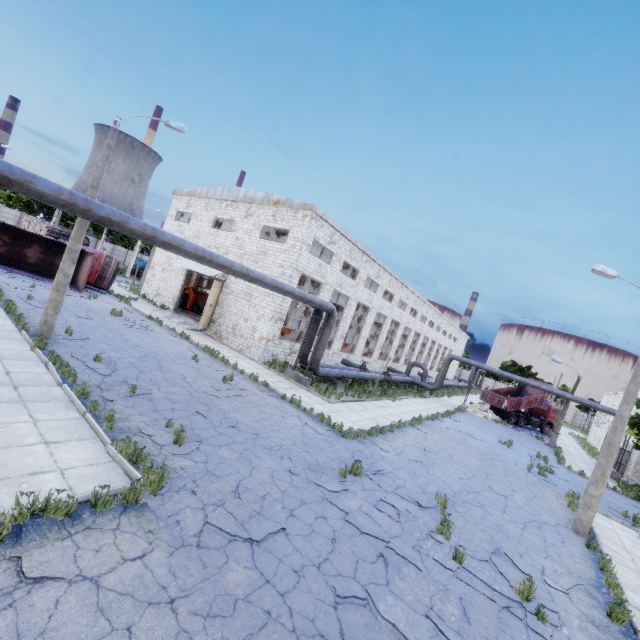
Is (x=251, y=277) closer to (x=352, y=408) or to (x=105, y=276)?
(x=352, y=408)

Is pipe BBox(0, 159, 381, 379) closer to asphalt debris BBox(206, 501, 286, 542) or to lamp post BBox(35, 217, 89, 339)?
lamp post BBox(35, 217, 89, 339)

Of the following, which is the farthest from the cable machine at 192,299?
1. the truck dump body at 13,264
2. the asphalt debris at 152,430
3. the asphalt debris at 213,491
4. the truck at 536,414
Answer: the truck at 536,414

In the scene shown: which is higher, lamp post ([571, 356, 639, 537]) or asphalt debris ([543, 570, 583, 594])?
lamp post ([571, 356, 639, 537])

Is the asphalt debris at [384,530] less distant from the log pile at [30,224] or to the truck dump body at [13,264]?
the truck dump body at [13,264]

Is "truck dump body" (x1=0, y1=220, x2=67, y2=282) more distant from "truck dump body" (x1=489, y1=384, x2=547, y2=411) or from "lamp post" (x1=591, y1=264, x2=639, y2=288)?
"truck dump body" (x1=489, y1=384, x2=547, y2=411)

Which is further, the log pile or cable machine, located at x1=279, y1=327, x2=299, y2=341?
the log pile

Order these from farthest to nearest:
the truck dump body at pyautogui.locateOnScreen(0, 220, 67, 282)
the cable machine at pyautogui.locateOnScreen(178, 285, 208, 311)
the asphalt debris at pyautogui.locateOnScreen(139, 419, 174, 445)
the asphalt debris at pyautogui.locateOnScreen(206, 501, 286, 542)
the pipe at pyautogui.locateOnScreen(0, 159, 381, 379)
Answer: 1. the cable machine at pyautogui.locateOnScreen(178, 285, 208, 311)
2. the truck dump body at pyautogui.locateOnScreen(0, 220, 67, 282)
3. the asphalt debris at pyautogui.locateOnScreen(139, 419, 174, 445)
4. the pipe at pyautogui.locateOnScreen(0, 159, 381, 379)
5. the asphalt debris at pyautogui.locateOnScreen(206, 501, 286, 542)
